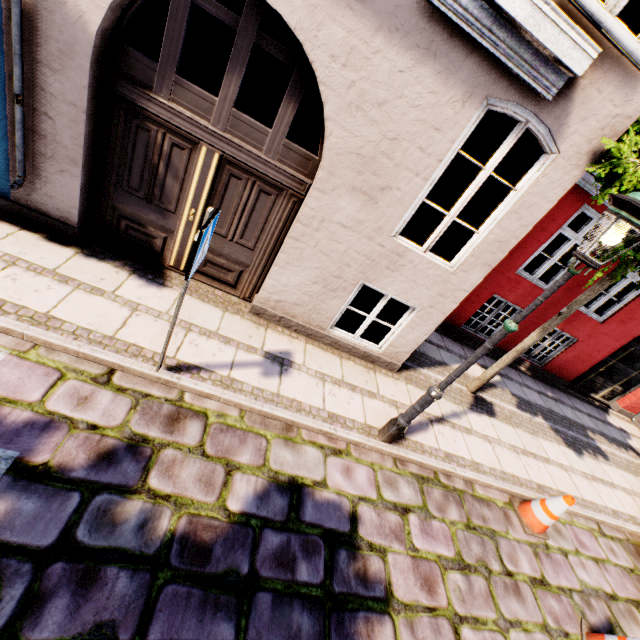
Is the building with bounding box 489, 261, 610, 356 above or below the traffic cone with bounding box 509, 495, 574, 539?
above

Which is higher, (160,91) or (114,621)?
(160,91)

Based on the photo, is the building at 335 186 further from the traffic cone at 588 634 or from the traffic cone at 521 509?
the traffic cone at 588 634

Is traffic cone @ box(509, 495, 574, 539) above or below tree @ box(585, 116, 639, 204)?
below

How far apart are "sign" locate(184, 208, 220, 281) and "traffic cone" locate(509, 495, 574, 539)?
5.57m

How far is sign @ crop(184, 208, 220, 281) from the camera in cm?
237

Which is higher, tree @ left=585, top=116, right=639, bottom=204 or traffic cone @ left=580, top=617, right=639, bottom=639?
tree @ left=585, top=116, right=639, bottom=204

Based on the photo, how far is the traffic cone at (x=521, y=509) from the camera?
4.5 meters
